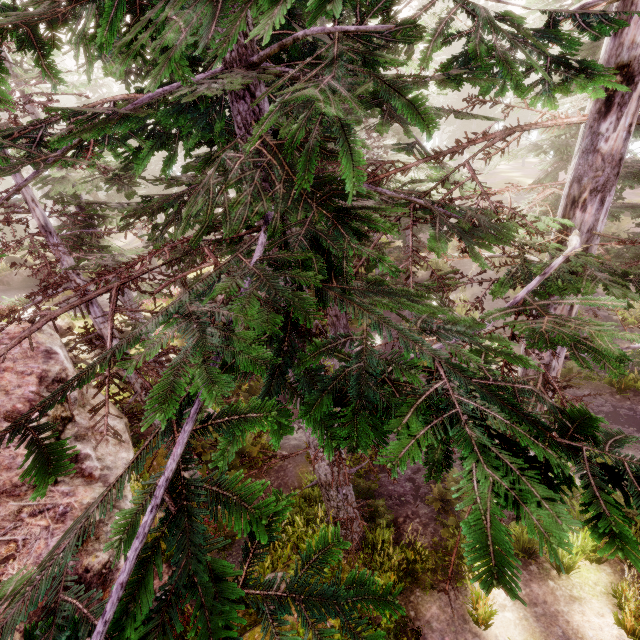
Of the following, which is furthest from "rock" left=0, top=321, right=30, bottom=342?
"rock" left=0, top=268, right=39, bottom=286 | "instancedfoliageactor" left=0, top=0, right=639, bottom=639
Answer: "rock" left=0, top=268, right=39, bottom=286

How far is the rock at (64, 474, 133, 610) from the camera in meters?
3.7 m

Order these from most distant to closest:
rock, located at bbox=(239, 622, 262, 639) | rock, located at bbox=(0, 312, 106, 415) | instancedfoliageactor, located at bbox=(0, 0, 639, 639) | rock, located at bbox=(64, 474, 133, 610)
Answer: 1. rock, located at bbox=(239, 622, 262, 639)
2. rock, located at bbox=(0, 312, 106, 415)
3. rock, located at bbox=(64, 474, 133, 610)
4. instancedfoliageactor, located at bbox=(0, 0, 639, 639)

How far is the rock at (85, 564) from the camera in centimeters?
365cm

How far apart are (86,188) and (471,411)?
12.0m

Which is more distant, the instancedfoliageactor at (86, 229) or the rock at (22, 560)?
the rock at (22, 560)

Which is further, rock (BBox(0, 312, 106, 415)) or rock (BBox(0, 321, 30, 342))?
rock (BBox(0, 321, 30, 342))
